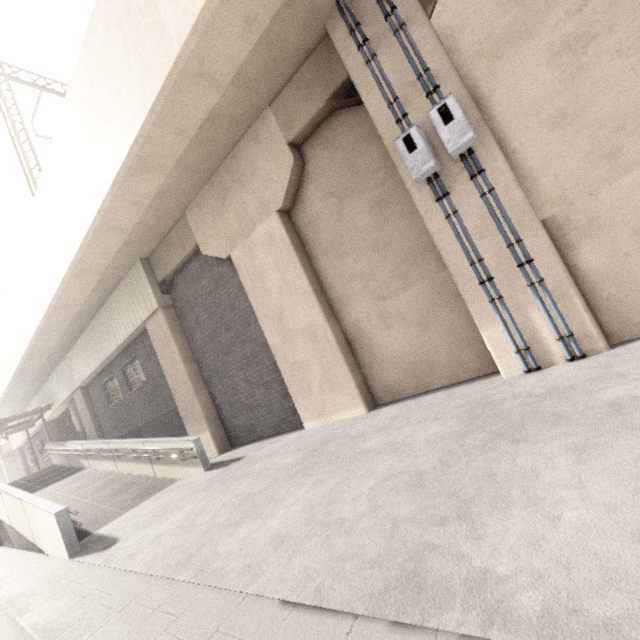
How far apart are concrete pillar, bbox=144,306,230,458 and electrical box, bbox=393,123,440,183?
8.8 meters

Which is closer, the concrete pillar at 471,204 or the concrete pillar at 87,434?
the concrete pillar at 471,204

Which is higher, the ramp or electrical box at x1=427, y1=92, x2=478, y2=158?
electrical box at x1=427, y1=92, x2=478, y2=158

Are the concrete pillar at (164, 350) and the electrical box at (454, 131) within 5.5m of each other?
no

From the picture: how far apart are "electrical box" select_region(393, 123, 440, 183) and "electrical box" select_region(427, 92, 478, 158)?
0.2m

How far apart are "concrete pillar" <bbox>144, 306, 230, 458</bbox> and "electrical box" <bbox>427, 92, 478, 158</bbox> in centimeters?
941cm

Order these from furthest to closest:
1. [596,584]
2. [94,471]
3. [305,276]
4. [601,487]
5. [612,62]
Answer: [94,471] → [305,276] → [612,62] → [601,487] → [596,584]

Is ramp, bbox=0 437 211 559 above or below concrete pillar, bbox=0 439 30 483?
below
